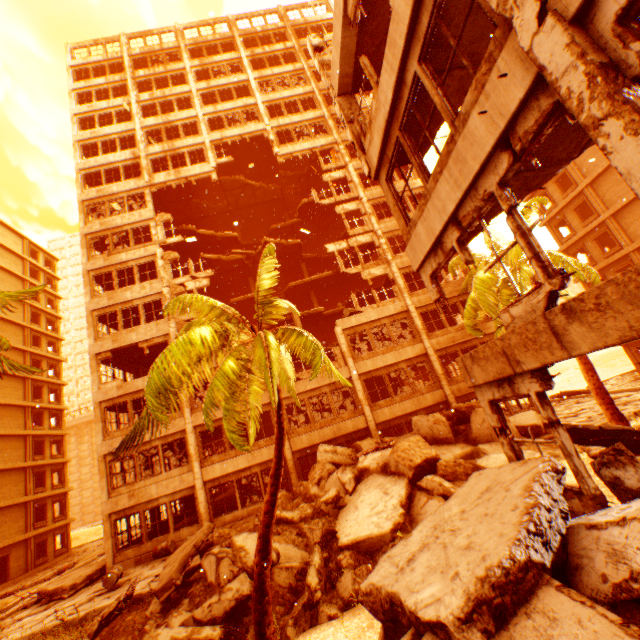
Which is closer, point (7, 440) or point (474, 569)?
point (474, 569)

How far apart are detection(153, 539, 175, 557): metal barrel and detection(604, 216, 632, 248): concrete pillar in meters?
35.6

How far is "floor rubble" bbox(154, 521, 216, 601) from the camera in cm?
982

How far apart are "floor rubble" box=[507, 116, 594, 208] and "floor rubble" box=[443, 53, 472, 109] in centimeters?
247cm

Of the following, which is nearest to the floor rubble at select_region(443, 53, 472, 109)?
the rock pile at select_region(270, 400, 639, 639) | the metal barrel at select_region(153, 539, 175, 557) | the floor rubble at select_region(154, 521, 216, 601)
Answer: the rock pile at select_region(270, 400, 639, 639)

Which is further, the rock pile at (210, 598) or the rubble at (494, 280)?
the rubble at (494, 280)

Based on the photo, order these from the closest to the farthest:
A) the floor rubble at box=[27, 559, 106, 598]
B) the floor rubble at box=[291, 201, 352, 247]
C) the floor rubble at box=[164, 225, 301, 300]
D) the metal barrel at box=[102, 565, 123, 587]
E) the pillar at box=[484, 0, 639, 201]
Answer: the pillar at box=[484, 0, 639, 201] < the metal barrel at box=[102, 565, 123, 587] < the floor rubble at box=[27, 559, 106, 598] < the floor rubble at box=[164, 225, 301, 300] < the floor rubble at box=[291, 201, 352, 247]

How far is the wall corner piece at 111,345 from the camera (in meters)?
19.81
